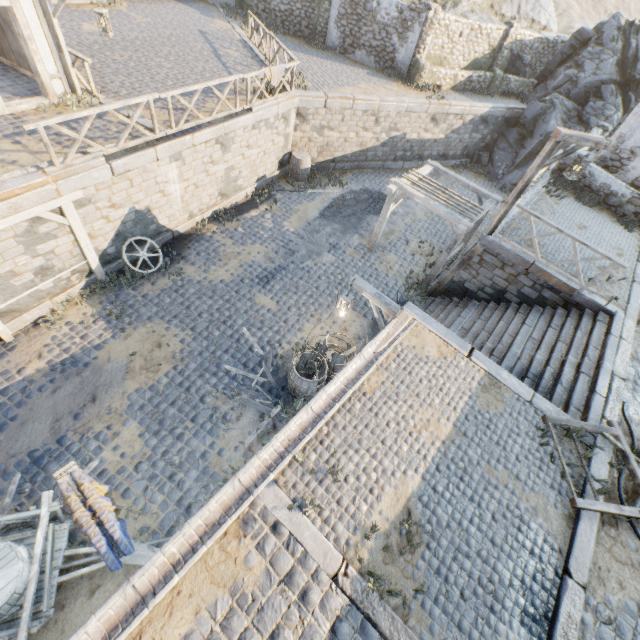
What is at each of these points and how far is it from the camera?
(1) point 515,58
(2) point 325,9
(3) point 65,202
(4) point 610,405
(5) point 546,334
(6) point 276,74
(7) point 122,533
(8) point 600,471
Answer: (1) rock, 20.20m
(2) stone column, 18.38m
(3) wooden structure, 7.93m
(4) stone blocks, 6.51m
(5) stairs, 8.62m
(6) fabric, 12.16m
(7) fabric, 4.09m
(8) stone blocks, 5.56m

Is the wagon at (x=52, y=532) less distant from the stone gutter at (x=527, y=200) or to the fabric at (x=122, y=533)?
the fabric at (x=122, y=533)

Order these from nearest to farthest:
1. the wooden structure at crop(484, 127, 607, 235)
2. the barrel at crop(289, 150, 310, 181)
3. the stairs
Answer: the stairs → the wooden structure at crop(484, 127, 607, 235) → the barrel at crop(289, 150, 310, 181)

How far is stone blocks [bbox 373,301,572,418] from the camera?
6.3 meters

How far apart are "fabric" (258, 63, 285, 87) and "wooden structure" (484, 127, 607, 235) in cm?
948

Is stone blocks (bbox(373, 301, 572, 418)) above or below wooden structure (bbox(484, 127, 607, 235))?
below

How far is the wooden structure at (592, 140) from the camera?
7.6m

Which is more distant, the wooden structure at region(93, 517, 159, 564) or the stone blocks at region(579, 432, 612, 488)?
the stone blocks at region(579, 432, 612, 488)
